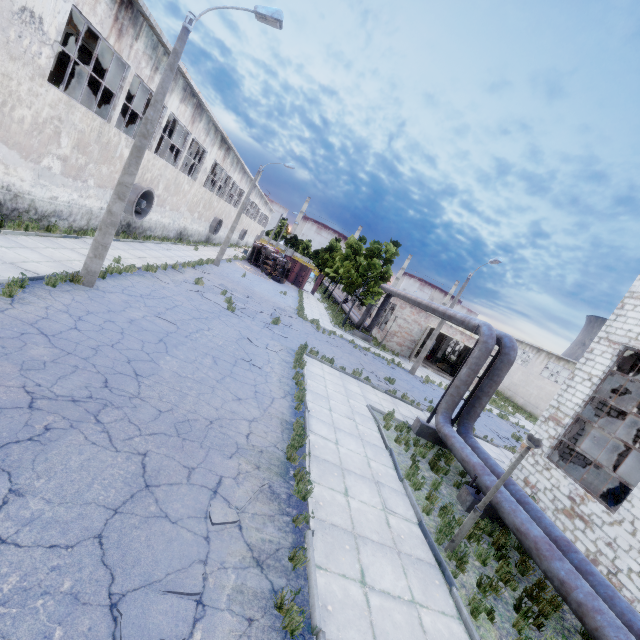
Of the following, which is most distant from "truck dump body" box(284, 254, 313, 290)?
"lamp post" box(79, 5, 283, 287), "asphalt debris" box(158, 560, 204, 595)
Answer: "asphalt debris" box(158, 560, 204, 595)

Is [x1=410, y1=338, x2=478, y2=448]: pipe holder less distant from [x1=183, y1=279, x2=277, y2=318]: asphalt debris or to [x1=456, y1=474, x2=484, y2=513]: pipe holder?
[x1=456, y1=474, x2=484, y2=513]: pipe holder

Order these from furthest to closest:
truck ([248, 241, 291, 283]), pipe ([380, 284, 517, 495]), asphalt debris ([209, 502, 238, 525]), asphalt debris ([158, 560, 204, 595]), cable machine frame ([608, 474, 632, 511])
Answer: truck ([248, 241, 291, 283]) → cable machine frame ([608, 474, 632, 511]) → pipe ([380, 284, 517, 495]) → asphalt debris ([209, 502, 238, 525]) → asphalt debris ([158, 560, 204, 595])

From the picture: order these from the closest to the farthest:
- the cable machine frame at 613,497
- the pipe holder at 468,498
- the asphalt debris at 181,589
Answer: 1. the asphalt debris at 181,589
2. the pipe holder at 468,498
3. the cable machine frame at 613,497

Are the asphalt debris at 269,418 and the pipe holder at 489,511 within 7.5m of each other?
yes

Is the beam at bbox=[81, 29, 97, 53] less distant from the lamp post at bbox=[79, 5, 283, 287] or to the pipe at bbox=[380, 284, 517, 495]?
the lamp post at bbox=[79, 5, 283, 287]

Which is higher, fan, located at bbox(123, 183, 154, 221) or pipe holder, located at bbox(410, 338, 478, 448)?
fan, located at bbox(123, 183, 154, 221)

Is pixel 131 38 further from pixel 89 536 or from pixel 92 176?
pixel 89 536
